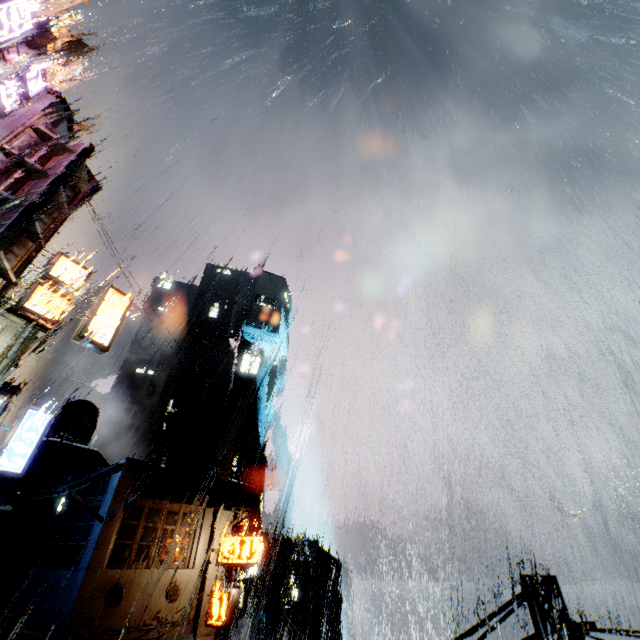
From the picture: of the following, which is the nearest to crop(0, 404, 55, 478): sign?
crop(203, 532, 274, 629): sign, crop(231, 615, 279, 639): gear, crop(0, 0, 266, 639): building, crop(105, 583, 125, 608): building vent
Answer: crop(0, 0, 266, 639): building

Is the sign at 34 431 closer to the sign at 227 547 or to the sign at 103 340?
the sign at 103 340

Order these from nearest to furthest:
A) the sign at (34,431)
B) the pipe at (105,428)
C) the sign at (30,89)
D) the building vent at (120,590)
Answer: the sign at (30,89) → the sign at (34,431) → the building vent at (120,590) → the pipe at (105,428)

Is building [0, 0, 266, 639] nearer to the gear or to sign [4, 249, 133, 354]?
sign [4, 249, 133, 354]

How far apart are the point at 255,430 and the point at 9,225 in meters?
52.8

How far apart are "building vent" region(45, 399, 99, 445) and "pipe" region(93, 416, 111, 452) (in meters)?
17.88

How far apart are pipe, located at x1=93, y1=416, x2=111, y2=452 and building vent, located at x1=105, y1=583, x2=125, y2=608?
37.2 meters
